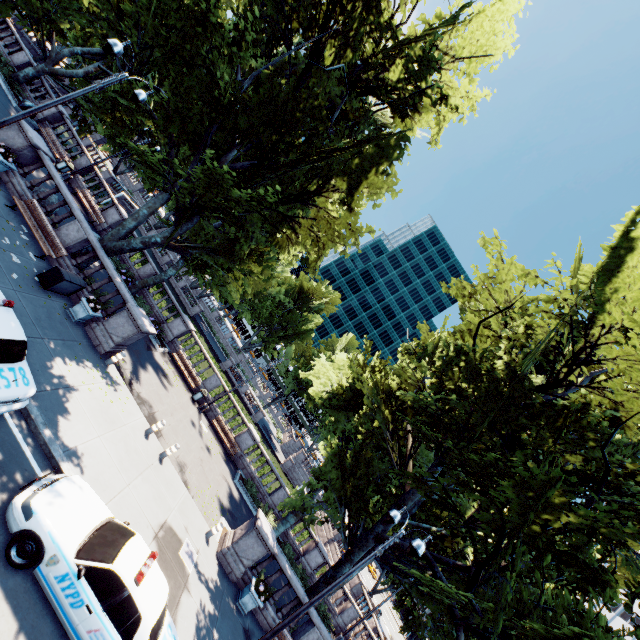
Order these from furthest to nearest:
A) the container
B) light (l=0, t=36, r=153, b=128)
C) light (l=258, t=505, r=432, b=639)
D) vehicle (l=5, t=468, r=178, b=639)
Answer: the container, light (l=0, t=36, r=153, b=128), light (l=258, t=505, r=432, b=639), vehicle (l=5, t=468, r=178, b=639)

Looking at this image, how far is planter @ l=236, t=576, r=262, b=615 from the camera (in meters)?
12.86

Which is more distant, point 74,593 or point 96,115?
point 96,115

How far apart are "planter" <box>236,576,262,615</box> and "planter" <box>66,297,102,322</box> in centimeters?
1296cm

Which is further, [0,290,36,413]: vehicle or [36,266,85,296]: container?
[36,266,85,296]: container

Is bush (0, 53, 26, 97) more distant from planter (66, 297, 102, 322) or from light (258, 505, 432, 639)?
light (258, 505, 432, 639)

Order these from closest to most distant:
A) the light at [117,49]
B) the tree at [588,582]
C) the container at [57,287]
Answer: the tree at [588,582], the light at [117,49], the container at [57,287]

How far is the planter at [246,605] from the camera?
12.9 meters
